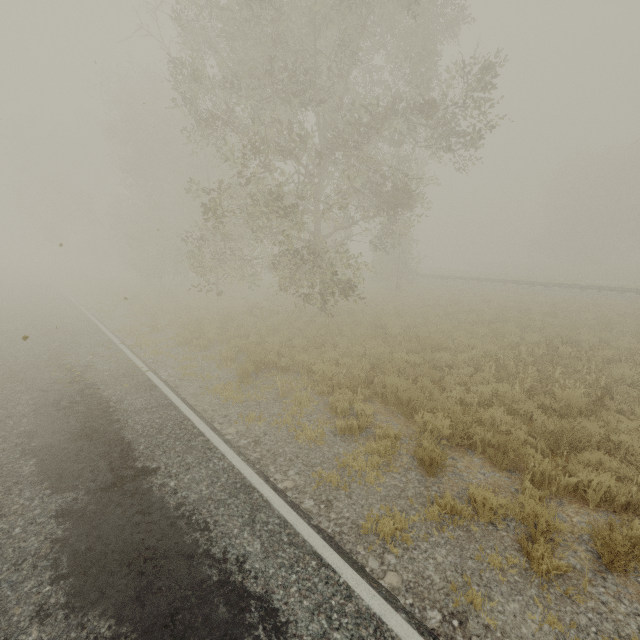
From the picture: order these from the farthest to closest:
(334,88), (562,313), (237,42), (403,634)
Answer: (562,313), (237,42), (334,88), (403,634)

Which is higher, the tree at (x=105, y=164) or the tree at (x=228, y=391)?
the tree at (x=105, y=164)

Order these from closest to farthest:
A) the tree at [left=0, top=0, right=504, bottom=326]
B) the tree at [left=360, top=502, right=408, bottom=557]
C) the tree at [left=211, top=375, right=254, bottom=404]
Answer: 1. the tree at [left=360, top=502, right=408, bottom=557]
2. the tree at [left=211, top=375, right=254, bottom=404]
3. the tree at [left=0, top=0, right=504, bottom=326]

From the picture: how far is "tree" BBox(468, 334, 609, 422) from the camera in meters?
7.2

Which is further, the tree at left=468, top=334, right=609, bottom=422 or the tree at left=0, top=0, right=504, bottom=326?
the tree at left=0, top=0, right=504, bottom=326
